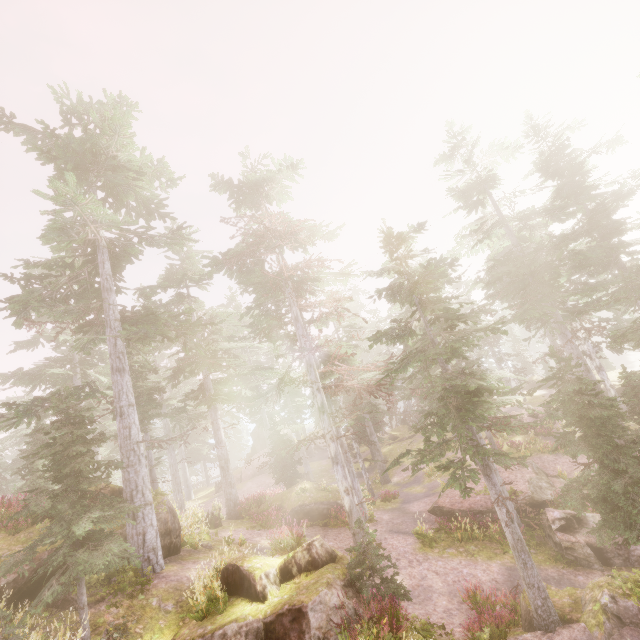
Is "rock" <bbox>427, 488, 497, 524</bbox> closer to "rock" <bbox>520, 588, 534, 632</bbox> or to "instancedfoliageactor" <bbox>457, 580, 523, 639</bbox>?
"instancedfoliageactor" <bbox>457, 580, 523, 639</bbox>

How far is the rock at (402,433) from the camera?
36.1m

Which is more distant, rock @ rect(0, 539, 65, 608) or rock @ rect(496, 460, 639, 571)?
rock @ rect(496, 460, 639, 571)

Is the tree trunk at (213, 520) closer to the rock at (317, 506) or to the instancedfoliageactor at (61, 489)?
the instancedfoliageactor at (61, 489)

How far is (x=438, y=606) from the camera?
11.4m

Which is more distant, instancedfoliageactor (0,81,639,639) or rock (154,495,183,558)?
rock (154,495,183,558)

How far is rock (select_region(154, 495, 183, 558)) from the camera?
12.5m

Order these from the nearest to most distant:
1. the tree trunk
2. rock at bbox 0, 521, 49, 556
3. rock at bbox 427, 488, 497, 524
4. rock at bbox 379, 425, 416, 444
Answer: rock at bbox 0, 521, 49, 556, rock at bbox 427, 488, 497, 524, the tree trunk, rock at bbox 379, 425, 416, 444
